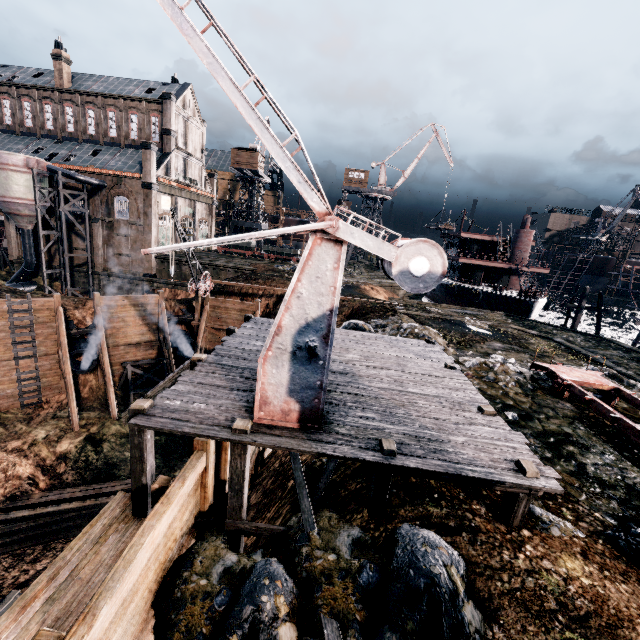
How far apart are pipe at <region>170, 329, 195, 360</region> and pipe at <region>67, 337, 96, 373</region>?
5.83m

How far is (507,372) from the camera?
15.4m

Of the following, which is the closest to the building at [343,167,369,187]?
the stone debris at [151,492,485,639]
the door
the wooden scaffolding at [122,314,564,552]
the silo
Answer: the door

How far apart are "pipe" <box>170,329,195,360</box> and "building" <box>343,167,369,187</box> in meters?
40.4 m

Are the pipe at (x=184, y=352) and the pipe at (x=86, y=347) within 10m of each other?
yes

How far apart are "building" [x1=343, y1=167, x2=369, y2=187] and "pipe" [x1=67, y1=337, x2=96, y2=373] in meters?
46.6

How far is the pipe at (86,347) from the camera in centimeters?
2409cm

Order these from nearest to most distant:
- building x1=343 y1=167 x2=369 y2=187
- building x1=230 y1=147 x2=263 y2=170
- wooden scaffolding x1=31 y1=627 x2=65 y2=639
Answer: wooden scaffolding x1=31 y1=627 x2=65 y2=639 → building x1=230 y1=147 x2=263 y2=170 → building x1=343 y1=167 x2=369 y2=187
